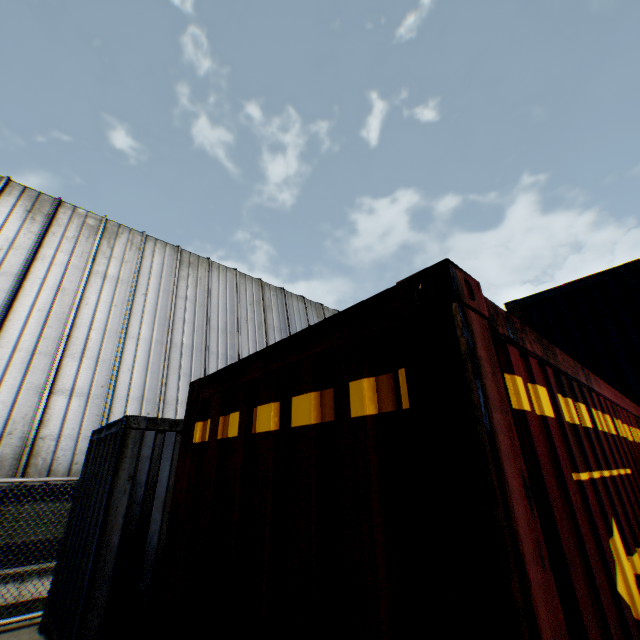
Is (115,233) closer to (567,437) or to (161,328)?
(161,328)

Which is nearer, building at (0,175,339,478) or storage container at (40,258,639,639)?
storage container at (40,258,639,639)

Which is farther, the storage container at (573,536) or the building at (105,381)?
the building at (105,381)
